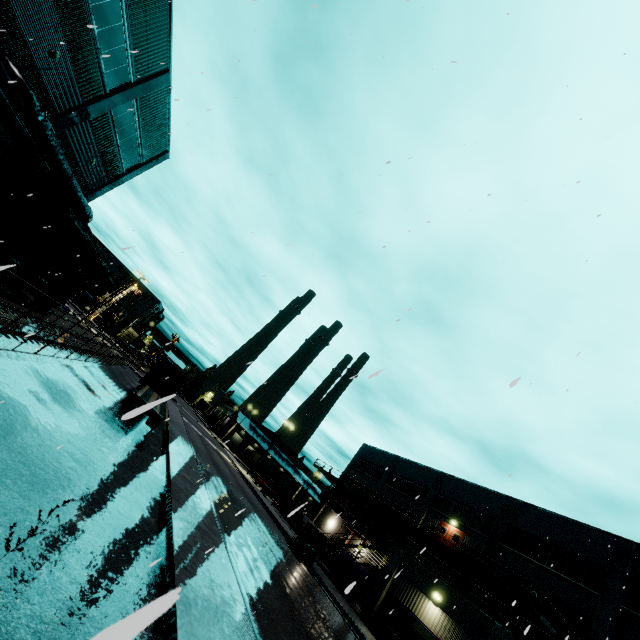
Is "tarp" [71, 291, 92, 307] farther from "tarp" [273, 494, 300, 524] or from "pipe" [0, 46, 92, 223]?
"tarp" [273, 494, 300, 524]

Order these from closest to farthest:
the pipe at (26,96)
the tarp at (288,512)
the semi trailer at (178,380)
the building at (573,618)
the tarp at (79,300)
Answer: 1. the pipe at (26,96)
2. the semi trailer at (178,380)
3. the building at (573,618)
4. the tarp at (288,512)
5. the tarp at (79,300)

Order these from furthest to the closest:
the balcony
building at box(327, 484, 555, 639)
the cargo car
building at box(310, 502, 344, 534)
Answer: building at box(310, 502, 344, 534) < building at box(327, 484, 555, 639) < the balcony < the cargo car

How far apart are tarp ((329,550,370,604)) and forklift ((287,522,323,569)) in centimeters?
328cm

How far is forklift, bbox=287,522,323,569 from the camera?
22.67m

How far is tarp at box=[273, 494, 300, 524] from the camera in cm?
3428

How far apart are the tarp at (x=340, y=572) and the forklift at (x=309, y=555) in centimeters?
328cm

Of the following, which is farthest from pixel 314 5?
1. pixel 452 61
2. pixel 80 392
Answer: pixel 80 392
